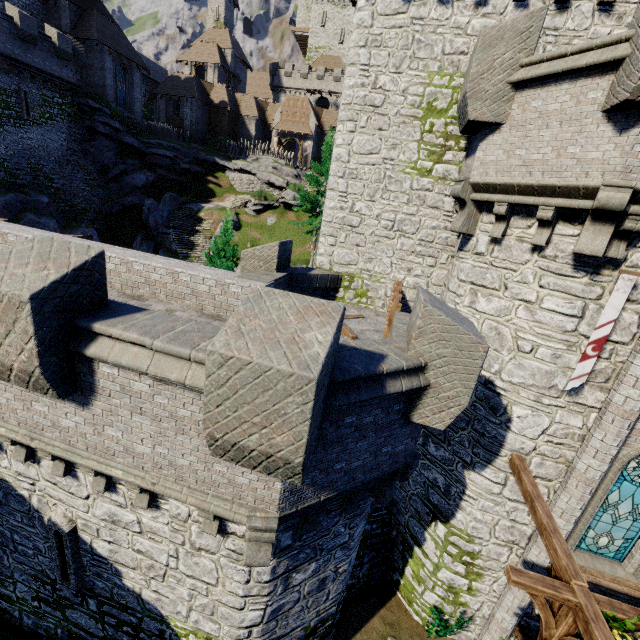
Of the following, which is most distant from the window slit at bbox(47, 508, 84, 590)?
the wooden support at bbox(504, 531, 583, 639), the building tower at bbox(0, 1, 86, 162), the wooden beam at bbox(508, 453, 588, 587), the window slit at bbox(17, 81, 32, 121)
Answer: the window slit at bbox(17, 81, 32, 121)

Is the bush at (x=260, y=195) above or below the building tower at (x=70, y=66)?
below

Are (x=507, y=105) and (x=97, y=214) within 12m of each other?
no

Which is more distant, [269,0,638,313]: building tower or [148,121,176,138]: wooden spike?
[148,121,176,138]: wooden spike

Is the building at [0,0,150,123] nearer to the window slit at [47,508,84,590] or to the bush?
the bush

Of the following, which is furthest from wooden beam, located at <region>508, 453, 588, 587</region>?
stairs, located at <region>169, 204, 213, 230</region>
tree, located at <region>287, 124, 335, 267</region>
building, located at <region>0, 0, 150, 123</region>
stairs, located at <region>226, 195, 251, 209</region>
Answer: building, located at <region>0, 0, 150, 123</region>

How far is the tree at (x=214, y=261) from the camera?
19.5 meters

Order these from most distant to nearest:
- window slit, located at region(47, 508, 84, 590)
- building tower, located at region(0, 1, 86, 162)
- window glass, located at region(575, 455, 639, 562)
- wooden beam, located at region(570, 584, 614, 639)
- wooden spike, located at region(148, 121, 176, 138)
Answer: wooden spike, located at region(148, 121, 176, 138), building tower, located at region(0, 1, 86, 162), window glass, located at region(575, 455, 639, 562), window slit, located at region(47, 508, 84, 590), wooden beam, located at region(570, 584, 614, 639)
